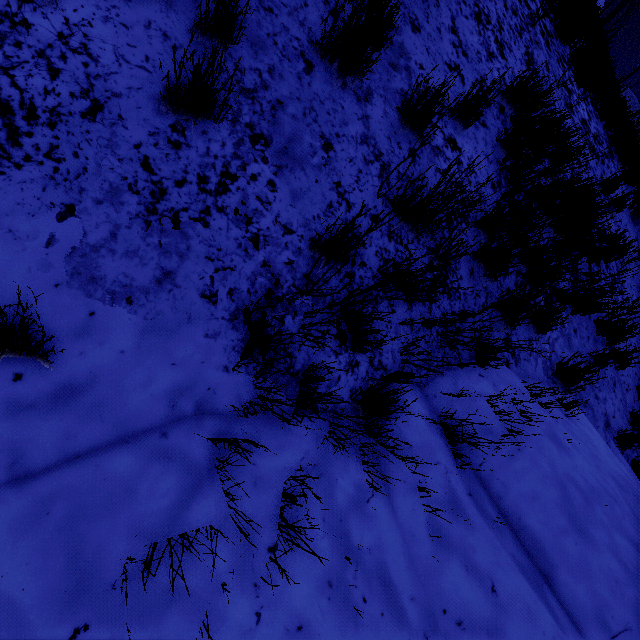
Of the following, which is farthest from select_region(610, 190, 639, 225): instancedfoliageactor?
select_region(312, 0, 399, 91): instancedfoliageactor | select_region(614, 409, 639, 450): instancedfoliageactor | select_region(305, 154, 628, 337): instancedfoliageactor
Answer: select_region(312, 0, 399, 91): instancedfoliageactor

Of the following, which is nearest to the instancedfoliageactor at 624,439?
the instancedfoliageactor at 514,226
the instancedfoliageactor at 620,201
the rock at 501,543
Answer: the rock at 501,543

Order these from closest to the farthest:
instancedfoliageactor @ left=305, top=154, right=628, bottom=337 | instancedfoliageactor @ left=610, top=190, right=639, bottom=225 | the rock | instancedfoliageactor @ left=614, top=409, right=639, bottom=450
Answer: the rock → instancedfoliageactor @ left=305, top=154, right=628, bottom=337 → instancedfoliageactor @ left=614, top=409, right=639, bottom=450 → instancedfoliageactor @ left=610, top=190, right=639, bottom=225

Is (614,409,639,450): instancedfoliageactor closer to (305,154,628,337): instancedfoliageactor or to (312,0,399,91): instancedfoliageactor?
(305,154,628,337): instancedfoliageactor

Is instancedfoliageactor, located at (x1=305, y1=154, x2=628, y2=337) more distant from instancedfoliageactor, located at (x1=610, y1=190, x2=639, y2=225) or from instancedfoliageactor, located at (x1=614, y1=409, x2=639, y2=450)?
instancedfoliageactor, located at (x1=610, y1=190, x2=639, y2=225)

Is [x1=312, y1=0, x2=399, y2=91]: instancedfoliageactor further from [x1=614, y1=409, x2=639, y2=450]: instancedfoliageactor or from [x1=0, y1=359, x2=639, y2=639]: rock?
[x1=614, y1=409, x2=639, y2=450]: instancedfoliageactor

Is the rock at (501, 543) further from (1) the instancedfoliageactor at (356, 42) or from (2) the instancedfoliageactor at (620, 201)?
(2) the instancedfoliageactor at (620, 201)

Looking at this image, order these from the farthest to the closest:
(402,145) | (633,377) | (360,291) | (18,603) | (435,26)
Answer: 1. (633,377)
2. (435,26)
3. (402,145)
4. (360,291)
5. (18,603)
